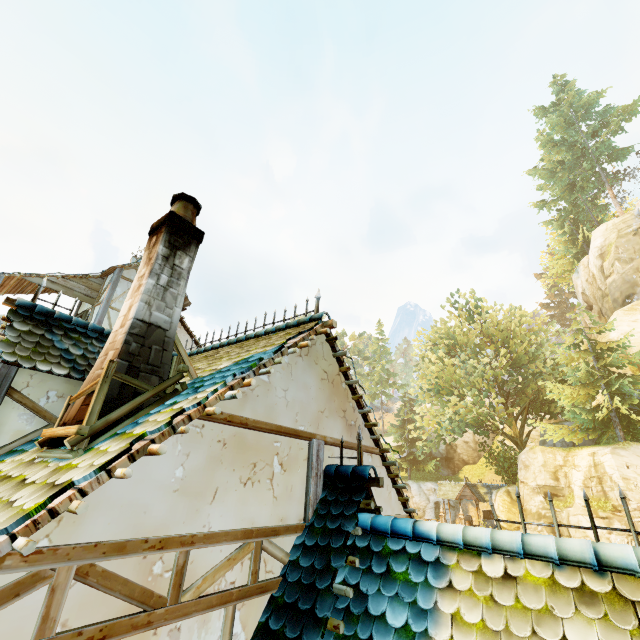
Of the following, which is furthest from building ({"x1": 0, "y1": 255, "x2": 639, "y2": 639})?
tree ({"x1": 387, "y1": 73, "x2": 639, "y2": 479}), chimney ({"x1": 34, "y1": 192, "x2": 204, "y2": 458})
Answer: tree ({"x1": 387, "y1": 73, "x2": 639, "y2": 479})

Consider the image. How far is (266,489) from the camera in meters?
3.5

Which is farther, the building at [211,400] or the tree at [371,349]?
the tree at [371,349]

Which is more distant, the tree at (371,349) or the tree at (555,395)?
the tree at (371,349)

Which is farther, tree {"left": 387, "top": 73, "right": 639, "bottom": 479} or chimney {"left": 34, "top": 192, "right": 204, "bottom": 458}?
tree {"left": 387, "top": 73, "right": 639, "bottom": 479}

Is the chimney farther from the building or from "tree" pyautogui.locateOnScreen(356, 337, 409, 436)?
"tree" pyautogui.locateOnScreen(356, 337, 409, 436)
